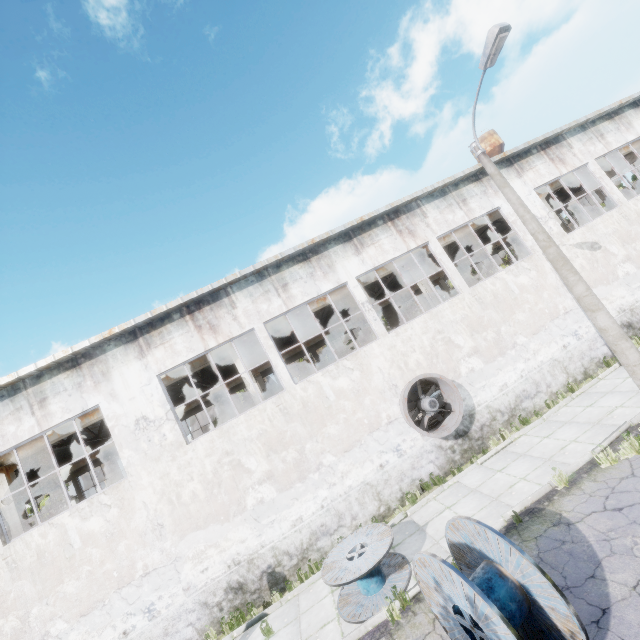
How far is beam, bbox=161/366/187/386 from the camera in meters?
13.9

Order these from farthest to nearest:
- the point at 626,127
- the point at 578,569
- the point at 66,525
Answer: the point at 626,127 → the point at 66,525 → the point at 578,569

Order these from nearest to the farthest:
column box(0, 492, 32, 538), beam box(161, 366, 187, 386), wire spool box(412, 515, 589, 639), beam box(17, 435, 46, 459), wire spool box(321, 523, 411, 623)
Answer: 1. wire spool box(412, 515, 589, 639)
2. wire spool box(321, 523, 411, 623)
3. column box(0, 492, 32, 538)
4. beam box(17, 435, 46, 459)
5. beam box(161, 366, 187, 386)

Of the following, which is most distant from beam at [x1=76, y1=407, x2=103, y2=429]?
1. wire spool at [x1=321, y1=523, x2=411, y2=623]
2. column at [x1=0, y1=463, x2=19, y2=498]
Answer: wire spool at [x1=321, y1=523, x2=411, y2=623]

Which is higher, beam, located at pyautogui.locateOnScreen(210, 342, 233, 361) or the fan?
beam, located at pyautogui.locateOnScreen(210, 342, 233, 361)

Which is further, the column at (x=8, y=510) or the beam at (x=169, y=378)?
the beam at (x=169, y=378)

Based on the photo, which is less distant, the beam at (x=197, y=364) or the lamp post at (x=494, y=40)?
the lamp post at (x=494, y=40)

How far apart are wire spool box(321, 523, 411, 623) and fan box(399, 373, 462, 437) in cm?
327
